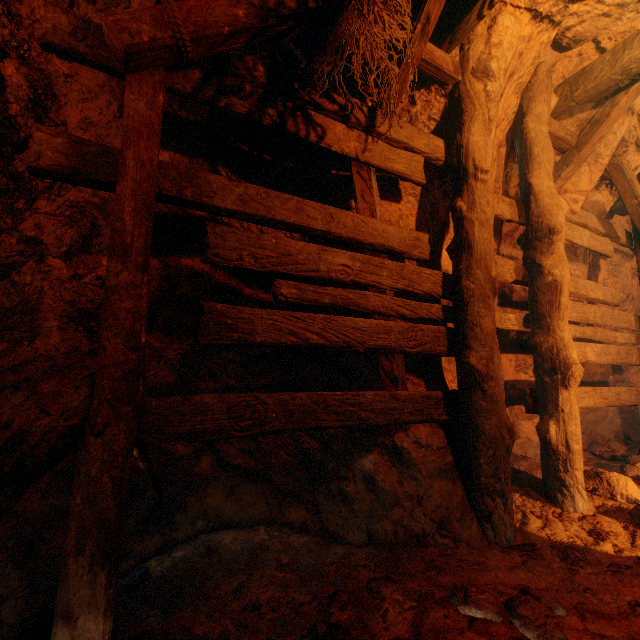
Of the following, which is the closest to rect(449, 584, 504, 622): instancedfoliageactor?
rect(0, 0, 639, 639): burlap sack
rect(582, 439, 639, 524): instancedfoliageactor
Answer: rect(0, 0, 639, 639): burlap sack

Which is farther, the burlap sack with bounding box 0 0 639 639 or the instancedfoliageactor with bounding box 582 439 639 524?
the instancedfoliageactor with bounding box 582 439 639 524

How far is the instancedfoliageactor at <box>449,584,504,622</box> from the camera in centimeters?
149cm

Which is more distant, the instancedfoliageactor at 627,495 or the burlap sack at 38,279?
the instancedfoliageactor at 627,495

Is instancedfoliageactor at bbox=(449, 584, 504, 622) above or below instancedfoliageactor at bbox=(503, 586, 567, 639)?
above

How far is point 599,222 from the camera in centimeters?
442cm

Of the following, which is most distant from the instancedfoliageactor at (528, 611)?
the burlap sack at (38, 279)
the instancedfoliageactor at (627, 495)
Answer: the instancedfoliageactor at (627, 495)

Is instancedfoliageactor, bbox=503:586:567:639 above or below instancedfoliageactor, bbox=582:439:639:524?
above
